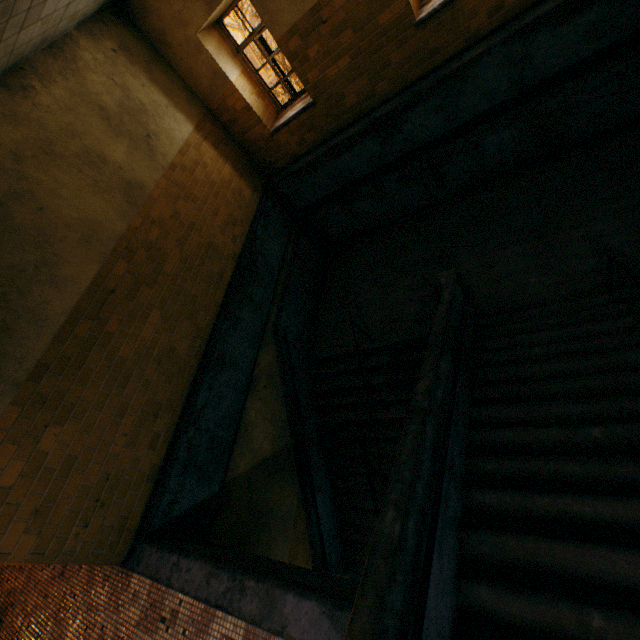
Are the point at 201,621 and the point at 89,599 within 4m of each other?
yes
